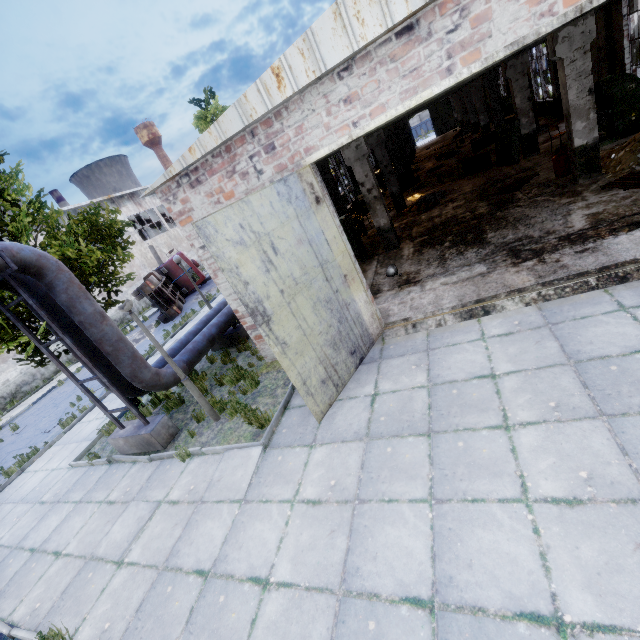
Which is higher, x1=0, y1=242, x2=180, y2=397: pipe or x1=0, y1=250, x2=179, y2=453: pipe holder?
x1=0, y1=242, x2=180, y2=397: pipe

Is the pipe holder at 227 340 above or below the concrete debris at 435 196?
below

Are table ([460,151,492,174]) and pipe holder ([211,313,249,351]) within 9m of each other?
no

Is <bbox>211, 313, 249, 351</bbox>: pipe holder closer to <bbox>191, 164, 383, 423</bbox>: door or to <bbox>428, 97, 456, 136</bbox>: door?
<bbox>191, 164, 383, 423</bbox>: door

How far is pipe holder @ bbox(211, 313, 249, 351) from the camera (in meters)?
11.04

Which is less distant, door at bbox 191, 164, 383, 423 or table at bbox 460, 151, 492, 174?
door at bbox 191, 164, 383, 423

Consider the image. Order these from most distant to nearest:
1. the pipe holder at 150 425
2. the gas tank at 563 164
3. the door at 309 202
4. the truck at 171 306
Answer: the truck at 171 306
the gas tank at 563 164
the pipe holder at 150 425
the door at 309 202

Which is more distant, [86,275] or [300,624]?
[86,275]
